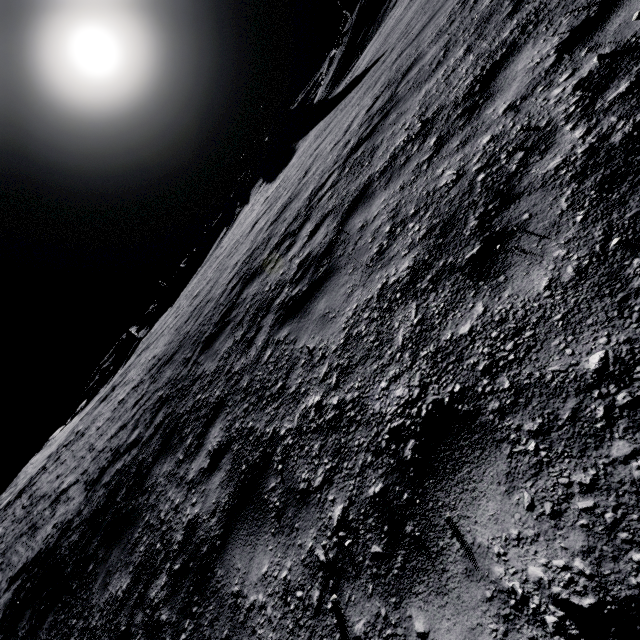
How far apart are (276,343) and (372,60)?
16.3m

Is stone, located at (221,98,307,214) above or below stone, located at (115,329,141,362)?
above

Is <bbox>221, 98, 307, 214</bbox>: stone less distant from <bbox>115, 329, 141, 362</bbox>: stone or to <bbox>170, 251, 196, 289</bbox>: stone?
<bbox>170, 251, 196, 289</bbox>: stone

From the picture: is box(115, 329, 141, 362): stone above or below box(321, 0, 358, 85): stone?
below

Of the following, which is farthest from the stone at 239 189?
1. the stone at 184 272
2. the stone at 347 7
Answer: the stone at 184 272

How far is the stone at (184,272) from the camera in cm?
5507

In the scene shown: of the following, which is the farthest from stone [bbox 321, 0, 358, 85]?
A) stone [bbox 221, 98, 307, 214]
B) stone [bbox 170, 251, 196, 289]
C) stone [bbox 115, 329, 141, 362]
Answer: stone [bbox 115, 329, 141, 362]

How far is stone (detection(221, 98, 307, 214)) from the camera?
35.7 meters
